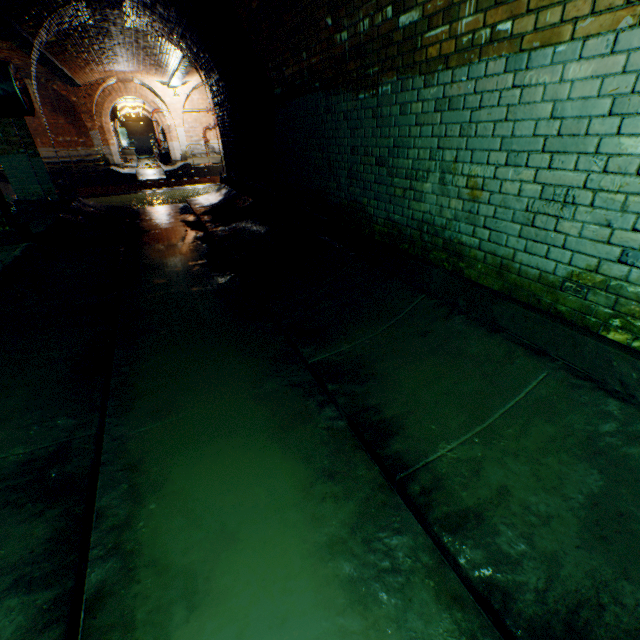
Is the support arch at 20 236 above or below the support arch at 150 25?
below

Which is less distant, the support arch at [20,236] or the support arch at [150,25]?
the support arch at [20,236]

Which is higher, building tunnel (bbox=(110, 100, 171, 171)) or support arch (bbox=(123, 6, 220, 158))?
support arch (bbox=(123, 6, 220, 158))

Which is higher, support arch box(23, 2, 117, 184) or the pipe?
support arch box(23, 2, 117, 184)

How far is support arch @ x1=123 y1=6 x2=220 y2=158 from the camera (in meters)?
9.04

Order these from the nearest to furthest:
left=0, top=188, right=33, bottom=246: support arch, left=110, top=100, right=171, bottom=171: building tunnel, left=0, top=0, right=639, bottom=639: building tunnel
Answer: left=0, top=0, right=639, bottom=639: building tunnel < left=0, top=188, right=33, bottom=246: support arch < left=110, top=100, right=171, bottom=171: building tunnel

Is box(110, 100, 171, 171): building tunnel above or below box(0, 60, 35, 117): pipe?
above

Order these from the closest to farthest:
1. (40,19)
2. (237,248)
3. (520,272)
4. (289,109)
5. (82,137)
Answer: (520,272)
(289,109)
(237,248)
(40,19)
(82,137)
